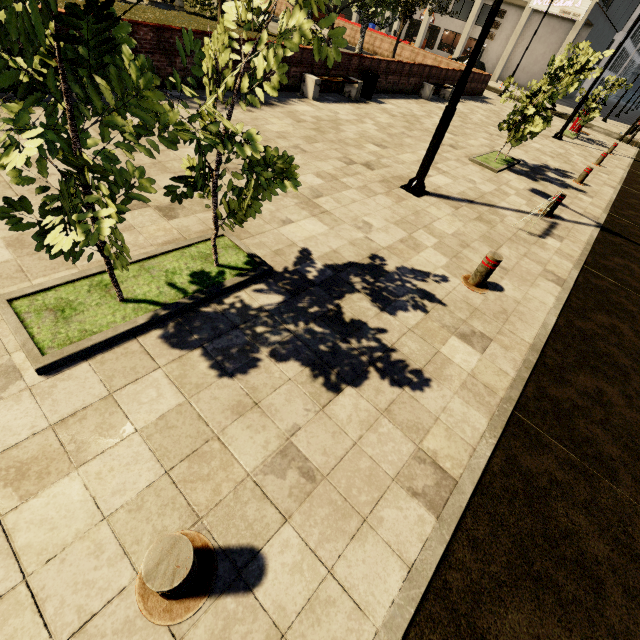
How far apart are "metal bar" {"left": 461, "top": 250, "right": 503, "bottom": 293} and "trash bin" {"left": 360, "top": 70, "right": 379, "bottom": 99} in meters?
11.2

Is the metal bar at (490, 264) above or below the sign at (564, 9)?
below

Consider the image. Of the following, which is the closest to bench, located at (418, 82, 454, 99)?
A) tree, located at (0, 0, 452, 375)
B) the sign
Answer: tree, located at (0, 0, 452, 375)

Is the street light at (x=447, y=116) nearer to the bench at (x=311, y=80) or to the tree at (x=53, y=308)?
the tree at (x=53, y=308)

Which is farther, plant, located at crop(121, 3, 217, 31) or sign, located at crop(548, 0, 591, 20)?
sign, located at crop(548, 0, 591, 20)

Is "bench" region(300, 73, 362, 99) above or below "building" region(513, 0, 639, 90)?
below

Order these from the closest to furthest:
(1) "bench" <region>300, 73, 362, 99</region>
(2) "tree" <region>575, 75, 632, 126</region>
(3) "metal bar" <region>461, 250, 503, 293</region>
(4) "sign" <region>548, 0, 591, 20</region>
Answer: (3) "metal bar" <region>461, 250, 503, 293</region> → (1) "bench" <region>300, 73, 362, 99</region> → (2) "tree" <region>575, 75, 632, 126</region> → (4) "sign" <region>548, 0, 591, 20</region>

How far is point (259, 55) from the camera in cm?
249
